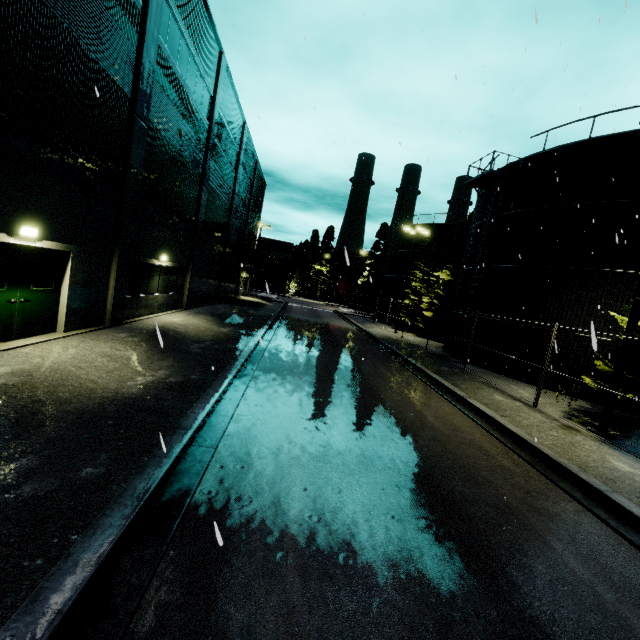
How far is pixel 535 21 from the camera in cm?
443

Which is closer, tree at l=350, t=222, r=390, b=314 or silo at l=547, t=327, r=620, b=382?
silo at l=547, t=327, r=620, b=382

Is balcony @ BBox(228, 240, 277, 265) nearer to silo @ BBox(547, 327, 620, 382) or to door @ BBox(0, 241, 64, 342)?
silo @ BBox(547, 327, 620, 382)

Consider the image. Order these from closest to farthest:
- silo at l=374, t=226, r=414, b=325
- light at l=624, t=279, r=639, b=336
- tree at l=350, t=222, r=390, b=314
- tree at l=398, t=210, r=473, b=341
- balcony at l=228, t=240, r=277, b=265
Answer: light at l=624, t=279, r=639, b=336 < balcony at l=228, t=240, r=277, b=265 < tree at l=398, t=210, r=473, b=341 < silo at l=374, t=226, r=414, b=325 < tree at l=350, t=222, r=390, b=314

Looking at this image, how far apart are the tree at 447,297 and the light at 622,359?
21.9 meters

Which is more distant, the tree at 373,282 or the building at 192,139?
the tree at 373,282

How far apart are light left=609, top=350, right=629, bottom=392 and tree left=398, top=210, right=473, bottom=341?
21.9 meters

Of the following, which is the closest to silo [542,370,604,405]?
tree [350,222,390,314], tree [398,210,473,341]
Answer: tree [350,222,390,314]
